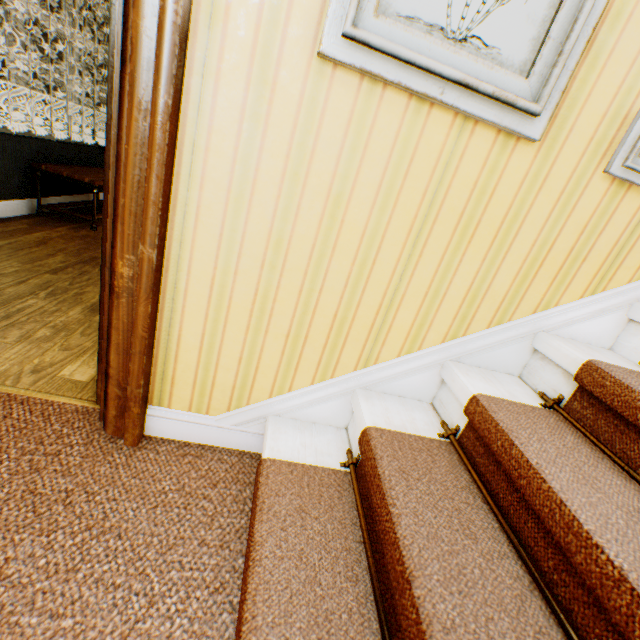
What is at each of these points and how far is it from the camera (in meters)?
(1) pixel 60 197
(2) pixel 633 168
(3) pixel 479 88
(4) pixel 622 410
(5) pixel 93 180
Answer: (1) building, 4.01
(2) picture frame, 1.10
(3) picture frame, 0.95
(4) building, 0.99
(5) table, 3.49

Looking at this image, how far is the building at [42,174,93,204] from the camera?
3.7 meters

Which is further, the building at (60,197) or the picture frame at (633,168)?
the building at (60,197)

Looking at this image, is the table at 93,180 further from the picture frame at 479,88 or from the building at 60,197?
the picture frame at 479,88

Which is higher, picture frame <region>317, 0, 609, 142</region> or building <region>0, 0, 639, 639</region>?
picture frame <region>317, 0, 609, 142</region>

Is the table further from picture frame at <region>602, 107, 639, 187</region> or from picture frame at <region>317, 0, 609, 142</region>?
picture frame at <region>602, 107, 639, 187</region>

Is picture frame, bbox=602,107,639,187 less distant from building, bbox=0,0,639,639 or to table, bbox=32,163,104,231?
building, bbox=0,0,639,639

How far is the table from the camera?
3.44m
